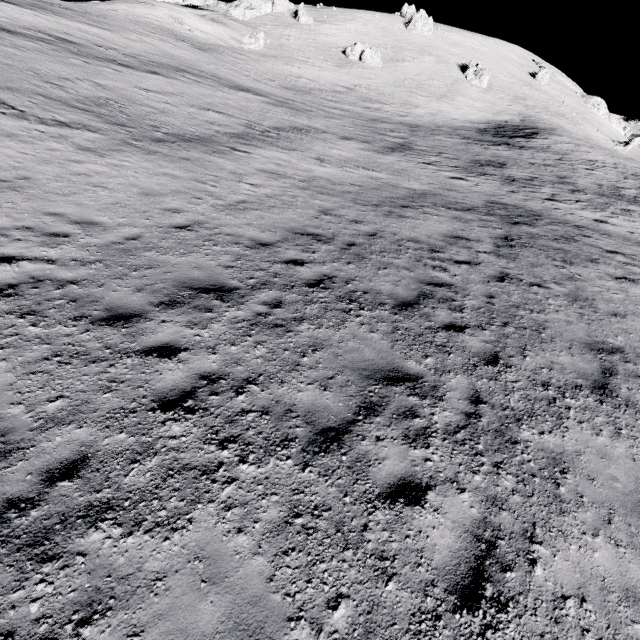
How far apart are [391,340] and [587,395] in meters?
3.8 m

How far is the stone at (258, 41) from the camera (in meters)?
52.70

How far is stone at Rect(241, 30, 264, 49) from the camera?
52.70m
